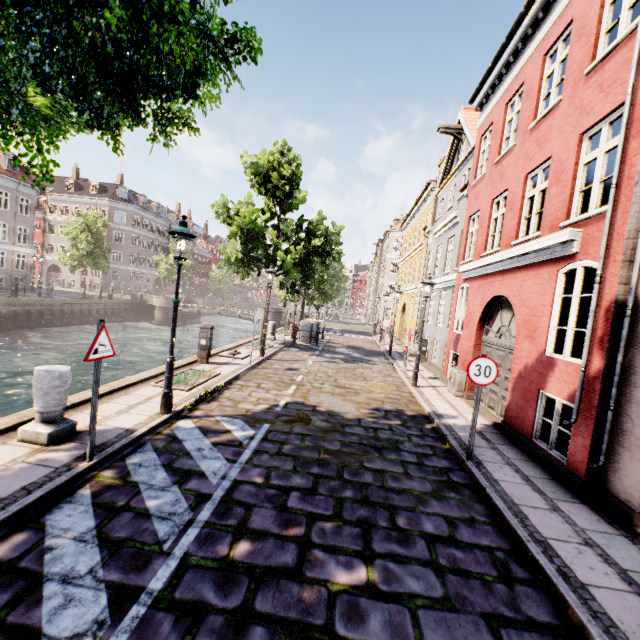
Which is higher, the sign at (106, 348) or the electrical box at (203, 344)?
the sign at (106, 348)

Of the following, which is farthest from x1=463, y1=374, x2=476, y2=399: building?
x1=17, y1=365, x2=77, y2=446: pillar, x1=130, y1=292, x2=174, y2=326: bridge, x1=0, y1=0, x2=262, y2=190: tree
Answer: x1=17, y1=365, x2=77, y2=446: pillar

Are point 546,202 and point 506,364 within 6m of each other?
yes

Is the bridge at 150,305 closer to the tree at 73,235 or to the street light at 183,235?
the tree at 73,235

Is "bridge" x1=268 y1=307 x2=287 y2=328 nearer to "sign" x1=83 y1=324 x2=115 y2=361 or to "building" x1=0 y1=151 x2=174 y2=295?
"building" x1=0 y1=151 x2=174 y2=295

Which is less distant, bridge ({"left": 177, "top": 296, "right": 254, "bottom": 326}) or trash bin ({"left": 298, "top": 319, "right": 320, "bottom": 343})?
trash bin ({"left": 298, "top": 319, "right": 320, "bottom": 343})

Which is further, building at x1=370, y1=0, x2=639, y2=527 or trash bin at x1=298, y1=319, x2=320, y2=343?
trash bin at x1=298, y1=319, x2=320, y2=343

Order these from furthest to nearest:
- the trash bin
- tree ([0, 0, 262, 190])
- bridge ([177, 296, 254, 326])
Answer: bridge ([177, 296, 254, 326]), the trash bin, tree ([0, 0, 262, 190])
